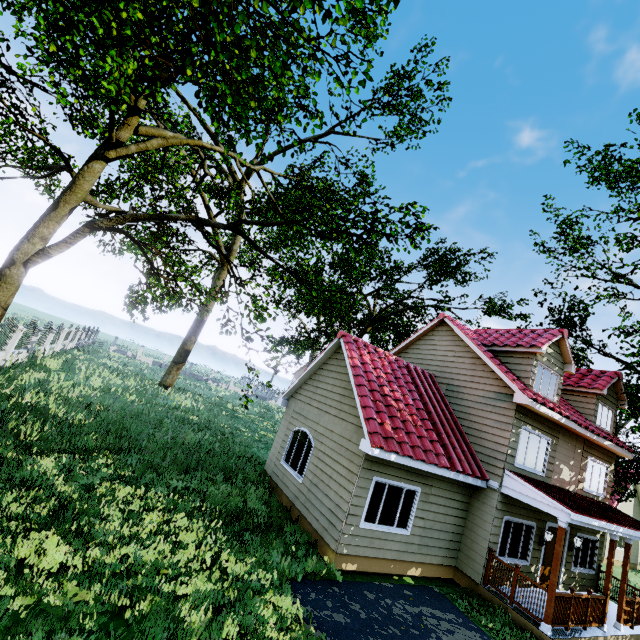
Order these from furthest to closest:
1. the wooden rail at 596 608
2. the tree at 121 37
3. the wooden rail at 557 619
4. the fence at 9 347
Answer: the fence at 9 347
the wooden rail at 596 608
the wooden rail at 557 619
the tree at 121 37

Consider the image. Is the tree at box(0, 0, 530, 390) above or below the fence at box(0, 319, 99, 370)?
above

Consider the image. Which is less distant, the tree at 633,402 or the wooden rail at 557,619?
the wooden rail at 557,619

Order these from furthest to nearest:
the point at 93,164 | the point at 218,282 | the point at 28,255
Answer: the point at 218,282
the point at 93,164
the point at 28,255

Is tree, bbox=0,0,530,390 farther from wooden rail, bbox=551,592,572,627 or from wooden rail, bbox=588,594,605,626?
wooden rail, bbox=551,592,572,627

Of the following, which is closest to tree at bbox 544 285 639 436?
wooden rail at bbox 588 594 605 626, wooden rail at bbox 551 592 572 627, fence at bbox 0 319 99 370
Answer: wooden rail at bbox 588 594 605 626

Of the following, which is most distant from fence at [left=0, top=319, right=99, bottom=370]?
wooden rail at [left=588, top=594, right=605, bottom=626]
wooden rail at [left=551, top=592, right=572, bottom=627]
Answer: wooden rail at [left=588, top=594, right=605, bottom=626]

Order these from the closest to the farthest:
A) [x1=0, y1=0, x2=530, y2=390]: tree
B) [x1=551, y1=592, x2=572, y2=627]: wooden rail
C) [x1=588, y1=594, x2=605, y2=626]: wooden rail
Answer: [x1=0, y1=0, x2=530, y2=390]: tree → [x1=551, y1=592, x2=572, y2=627]: wooden rail → [x1=588, y1=594, x2=605, y2=626]: wooden rail
